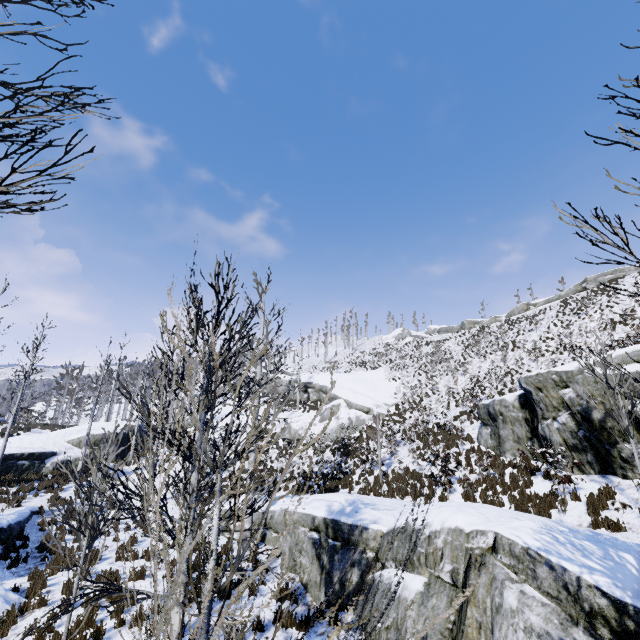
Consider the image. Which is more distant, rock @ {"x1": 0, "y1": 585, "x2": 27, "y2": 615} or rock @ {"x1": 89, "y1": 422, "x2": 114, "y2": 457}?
rock @ {"x1": 89, "y1": 422, "x2": 114, "y2": 457}

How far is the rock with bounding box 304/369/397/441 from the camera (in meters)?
25.78

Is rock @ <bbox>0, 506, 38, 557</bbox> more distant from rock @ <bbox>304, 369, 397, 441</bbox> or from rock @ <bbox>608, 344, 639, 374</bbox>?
rock @ <bbox>608, 344, 639, 374</bbox>

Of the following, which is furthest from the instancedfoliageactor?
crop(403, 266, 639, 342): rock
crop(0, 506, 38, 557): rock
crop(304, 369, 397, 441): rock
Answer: crop(403, 266, 639, 342): rock

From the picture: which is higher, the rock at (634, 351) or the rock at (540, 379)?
the rock at (634, 351)

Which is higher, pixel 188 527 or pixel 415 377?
pixel 415 377

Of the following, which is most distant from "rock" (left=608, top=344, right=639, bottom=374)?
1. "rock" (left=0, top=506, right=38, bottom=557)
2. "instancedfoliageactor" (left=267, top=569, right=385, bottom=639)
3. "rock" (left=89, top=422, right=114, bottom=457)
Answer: "rock" (left=89, top=422, right=114, bottom=457)

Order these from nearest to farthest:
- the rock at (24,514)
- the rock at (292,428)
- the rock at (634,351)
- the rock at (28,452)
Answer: the rock at (634,351), the rock at (24,514), the rock at (28,452), the rock at (292,428)
